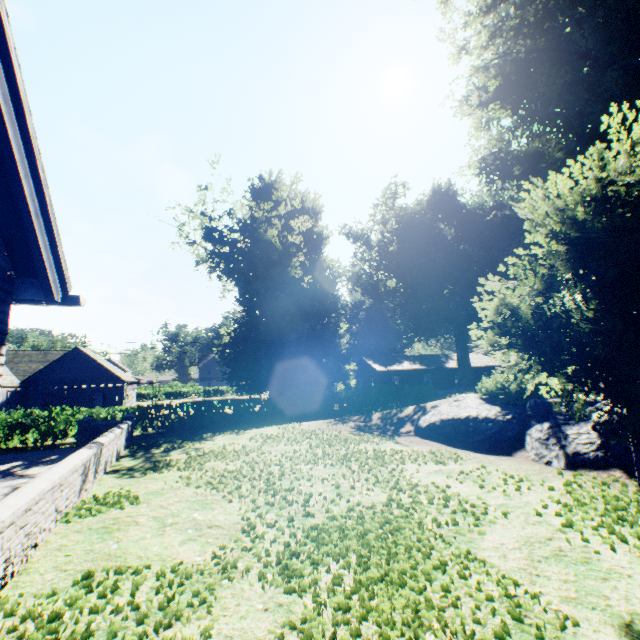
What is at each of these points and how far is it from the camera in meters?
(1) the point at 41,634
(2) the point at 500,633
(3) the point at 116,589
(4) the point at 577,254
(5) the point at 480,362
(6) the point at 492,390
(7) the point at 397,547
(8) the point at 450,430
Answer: (1) plant, 2.8 m
(2) plant, 2.8 m
(3) plant, 3.5 m
(4) plant, 4.0 m
(5) house, 49.4 m
(6) hedge, 10.8 m
(7) plant, 4.2 m
(8) rock, 10.3 m

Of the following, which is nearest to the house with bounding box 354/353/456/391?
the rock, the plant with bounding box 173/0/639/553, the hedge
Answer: the plant with bounding box 173/0/639/553

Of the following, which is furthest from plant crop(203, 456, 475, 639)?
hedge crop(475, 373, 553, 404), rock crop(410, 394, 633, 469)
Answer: hedge crop(475, 373, 553, 404)

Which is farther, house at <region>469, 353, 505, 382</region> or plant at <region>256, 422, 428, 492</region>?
house at <region>469, 353, 505, 382</region>

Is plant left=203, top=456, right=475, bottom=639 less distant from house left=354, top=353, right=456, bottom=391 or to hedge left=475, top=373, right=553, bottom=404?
house left=354, top=353, right=456, bottom=391

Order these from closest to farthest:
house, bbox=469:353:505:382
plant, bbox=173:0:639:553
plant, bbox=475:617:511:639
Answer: plant, bbox=475:617:511:639 < plant, bbox=173:0:639:553 < house, bbox=469:353:505:382

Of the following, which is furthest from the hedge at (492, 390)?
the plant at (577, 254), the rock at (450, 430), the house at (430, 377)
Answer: the house at (430, 377)

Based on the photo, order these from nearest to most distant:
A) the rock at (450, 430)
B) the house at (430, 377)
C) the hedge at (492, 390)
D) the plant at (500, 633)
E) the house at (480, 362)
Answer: the plant at (500, 633)
the rock at (450, 430)
the hedge at (492, 390)
the house at (430, 377)
the house at (480, 362)
